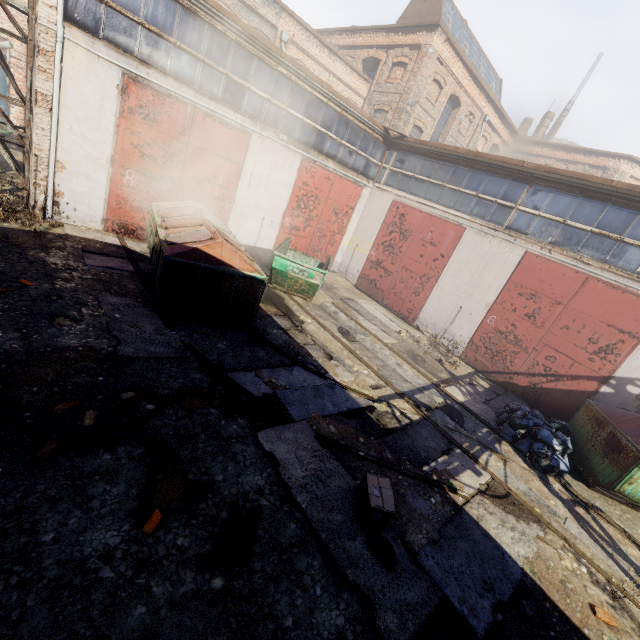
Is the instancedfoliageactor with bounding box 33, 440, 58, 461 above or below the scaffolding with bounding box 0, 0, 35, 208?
below

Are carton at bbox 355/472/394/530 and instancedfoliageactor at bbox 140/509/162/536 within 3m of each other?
yes

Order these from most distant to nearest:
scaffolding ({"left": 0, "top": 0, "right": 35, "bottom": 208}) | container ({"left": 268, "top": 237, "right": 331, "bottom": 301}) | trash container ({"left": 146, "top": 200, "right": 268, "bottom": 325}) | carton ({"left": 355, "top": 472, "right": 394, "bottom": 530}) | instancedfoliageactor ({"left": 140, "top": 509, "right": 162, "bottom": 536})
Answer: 1. container ({"left": 268, "top": 237, "right": 331, "bottom": 301})
2. scaffolding ({"left": 0, "top": 0, "right": 35, "bottom": 208})
3. trash container ({"left": 146, "top": 200, "right": 268, "bottom": 325})
4. carton ({"left": 355, "top": 472, "right": 394, "bottom": 530})
5. instancedfoliageactor ({"left": 140, "top": 509, "right": 162, "bottom": 536})

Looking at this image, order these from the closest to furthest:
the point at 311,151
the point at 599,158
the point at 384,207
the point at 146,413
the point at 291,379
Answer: the point at 146,413
the point at 291,379
the point at 311,151
the point at 384,207
the point at 599,158

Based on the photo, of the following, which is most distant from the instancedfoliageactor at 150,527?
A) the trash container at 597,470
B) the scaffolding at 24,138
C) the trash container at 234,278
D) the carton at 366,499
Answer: the scaffolding at 24,138

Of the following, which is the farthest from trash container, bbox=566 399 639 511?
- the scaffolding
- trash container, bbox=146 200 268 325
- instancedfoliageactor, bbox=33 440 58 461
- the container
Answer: the scaffolding

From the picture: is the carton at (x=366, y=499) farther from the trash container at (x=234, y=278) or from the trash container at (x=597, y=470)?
the trash container at (x=597, y=470)

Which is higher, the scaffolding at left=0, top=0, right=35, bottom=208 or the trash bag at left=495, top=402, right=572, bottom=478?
the scaffolding at left=0, top=0, right=35, bottom=208
